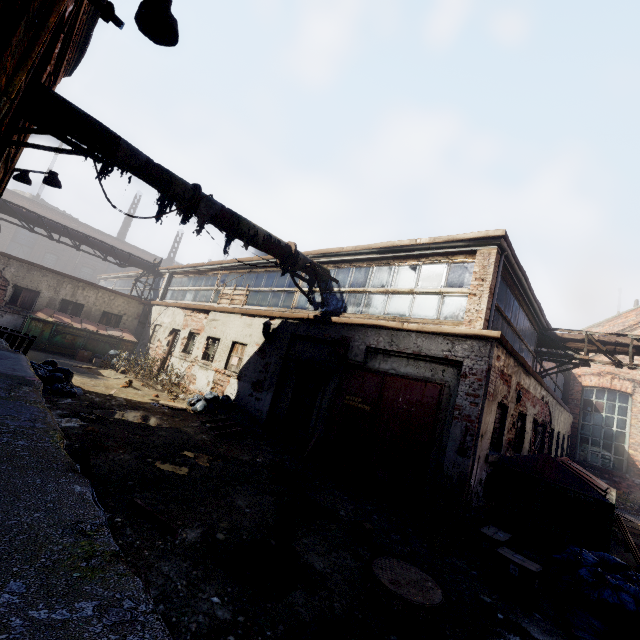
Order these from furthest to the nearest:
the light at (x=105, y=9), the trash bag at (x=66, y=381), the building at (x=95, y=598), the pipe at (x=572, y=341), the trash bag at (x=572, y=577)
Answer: the pipe at (x=572, y=341) < the trash bag at (x=66, y=381) < the trash bag at (x=572, y=577) < the light at (x=105, y=9) < the building at (x=95, y=598)

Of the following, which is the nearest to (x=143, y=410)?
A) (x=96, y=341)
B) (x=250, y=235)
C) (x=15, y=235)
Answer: (x=250, y=235)

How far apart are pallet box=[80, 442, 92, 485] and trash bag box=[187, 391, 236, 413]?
7.8m

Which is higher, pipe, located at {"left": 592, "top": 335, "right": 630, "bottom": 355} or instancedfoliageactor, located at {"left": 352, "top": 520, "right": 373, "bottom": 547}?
pipe, located at {"left": 592, "top": 335, "right": 630, "bottom": 355}

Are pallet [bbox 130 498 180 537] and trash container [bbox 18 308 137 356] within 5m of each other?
no

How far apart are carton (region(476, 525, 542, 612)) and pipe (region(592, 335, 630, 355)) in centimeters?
930cm

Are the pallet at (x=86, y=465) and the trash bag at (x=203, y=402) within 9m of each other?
yes

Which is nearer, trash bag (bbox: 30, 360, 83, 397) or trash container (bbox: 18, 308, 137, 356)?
trash bag (bbox: 30, 360, 83, 397)
